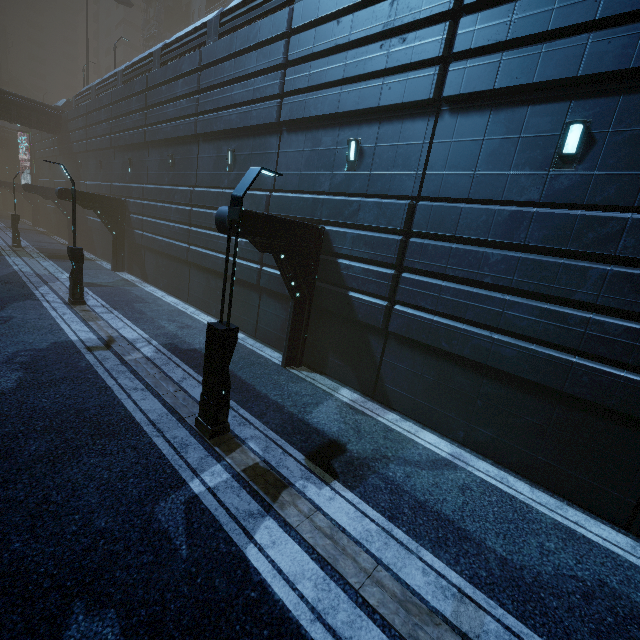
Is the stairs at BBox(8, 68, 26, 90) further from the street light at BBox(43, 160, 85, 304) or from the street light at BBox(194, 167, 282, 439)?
the street light at BBox(194, 167, 282, 439)

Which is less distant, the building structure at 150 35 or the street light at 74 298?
the street light at 74 298

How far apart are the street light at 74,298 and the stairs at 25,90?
→ 74.8m

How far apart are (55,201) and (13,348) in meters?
26.2

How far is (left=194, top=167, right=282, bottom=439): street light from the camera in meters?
6.1 m

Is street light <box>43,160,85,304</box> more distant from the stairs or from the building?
the stairs

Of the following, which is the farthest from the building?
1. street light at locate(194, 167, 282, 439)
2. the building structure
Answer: street light at locate(194, 167, 282, 439)

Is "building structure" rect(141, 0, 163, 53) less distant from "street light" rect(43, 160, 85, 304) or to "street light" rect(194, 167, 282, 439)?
"street light" rect(43, 160, 85, 304)
